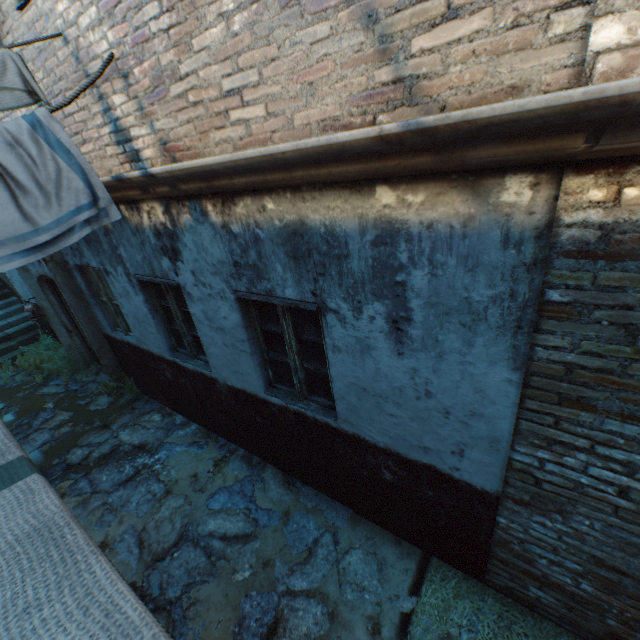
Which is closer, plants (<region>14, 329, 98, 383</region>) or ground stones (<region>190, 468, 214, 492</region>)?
Answer: ground stones (<region>190, 468, 214, 492</region>)

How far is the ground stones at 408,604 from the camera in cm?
304

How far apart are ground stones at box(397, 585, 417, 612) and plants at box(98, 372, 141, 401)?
5.8 meters

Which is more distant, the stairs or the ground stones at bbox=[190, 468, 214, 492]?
the stairs

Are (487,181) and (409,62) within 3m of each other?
yes

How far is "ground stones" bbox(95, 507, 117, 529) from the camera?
4.20m

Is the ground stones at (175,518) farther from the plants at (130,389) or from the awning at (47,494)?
the awning at (47,494)

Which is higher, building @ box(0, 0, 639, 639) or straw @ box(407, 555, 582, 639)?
building @ box(0, 0, 639, 639)
